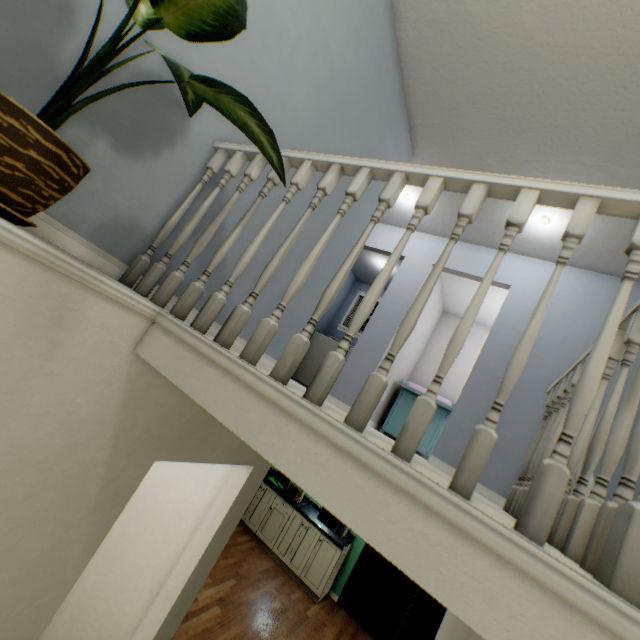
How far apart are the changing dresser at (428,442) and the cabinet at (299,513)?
1.9 meters

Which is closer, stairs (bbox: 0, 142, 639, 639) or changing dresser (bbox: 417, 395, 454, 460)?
stairs (bbox: 0, 142, 639, 639)

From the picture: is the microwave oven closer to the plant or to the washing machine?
the washing machine

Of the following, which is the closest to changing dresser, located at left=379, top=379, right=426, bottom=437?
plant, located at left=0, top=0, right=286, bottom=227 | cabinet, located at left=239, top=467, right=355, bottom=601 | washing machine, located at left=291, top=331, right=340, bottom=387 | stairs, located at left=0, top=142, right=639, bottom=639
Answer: washing machine, located at left=291, top=331, right=340, bottom=387

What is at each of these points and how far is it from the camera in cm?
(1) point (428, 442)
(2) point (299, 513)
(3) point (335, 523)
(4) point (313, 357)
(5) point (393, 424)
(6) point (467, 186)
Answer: (1) changing dresser, 471
(2) cabinet, 541
(3) microwave oven, 528
(4) washing machine, 573
(5) changing dresser, 499
(6) stairs, 95

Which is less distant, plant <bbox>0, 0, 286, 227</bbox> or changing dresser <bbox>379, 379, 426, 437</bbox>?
plant <bbox>0, 0, 286, 227</bbox>

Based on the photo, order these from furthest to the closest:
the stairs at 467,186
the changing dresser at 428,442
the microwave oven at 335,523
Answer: the microwave oven at 335,523, the changing dresser at 428,442, the stairs at 467,186

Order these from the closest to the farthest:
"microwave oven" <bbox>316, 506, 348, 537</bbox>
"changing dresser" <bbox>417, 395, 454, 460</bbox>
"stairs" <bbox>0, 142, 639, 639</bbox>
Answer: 1. "stairs" <bbox>0, 142, 639, 639</bbox>
2. "changing dresser" <bbox>417, 395, 454, 460</bbox>
3. "microwave oven" <bbox>316, 506, 348, 537</bbox>
